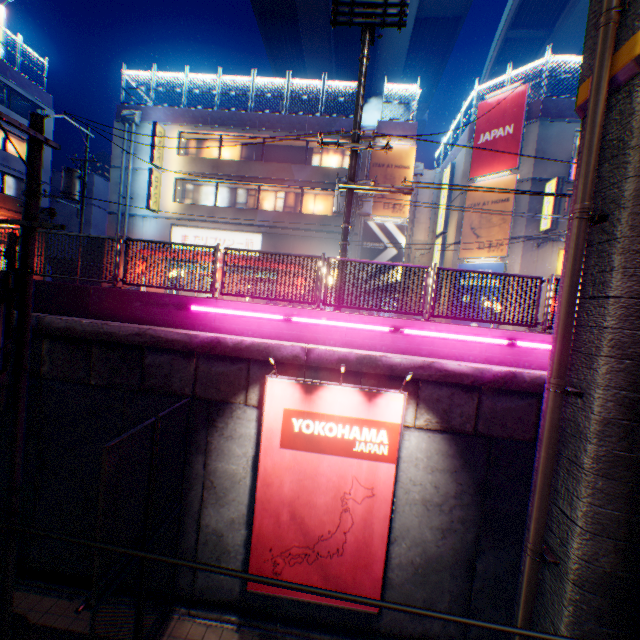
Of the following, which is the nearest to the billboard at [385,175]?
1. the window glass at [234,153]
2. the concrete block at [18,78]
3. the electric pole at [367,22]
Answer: the window glass at [234,153]

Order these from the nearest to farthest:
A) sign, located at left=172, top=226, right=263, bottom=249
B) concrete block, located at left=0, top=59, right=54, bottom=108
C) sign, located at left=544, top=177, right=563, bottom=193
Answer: sign, located at left=544, top=177, right=563, bottom=193 → sign, located at left=172, top=226, right=263, bottom=249 → concrete block, located at left=0, top=59, right=54, bottom=108

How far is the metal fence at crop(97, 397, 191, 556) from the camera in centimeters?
459cm

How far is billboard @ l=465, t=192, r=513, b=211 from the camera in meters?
17.1 m

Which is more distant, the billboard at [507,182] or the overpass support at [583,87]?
the billboard at [507,182]

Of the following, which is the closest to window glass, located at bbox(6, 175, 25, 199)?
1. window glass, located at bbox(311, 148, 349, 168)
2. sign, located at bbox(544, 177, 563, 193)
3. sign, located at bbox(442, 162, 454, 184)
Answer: window glass, located at bbox(311, 148, 349, 168)

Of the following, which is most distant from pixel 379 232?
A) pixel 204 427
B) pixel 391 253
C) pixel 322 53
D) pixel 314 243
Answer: pixel 322 53

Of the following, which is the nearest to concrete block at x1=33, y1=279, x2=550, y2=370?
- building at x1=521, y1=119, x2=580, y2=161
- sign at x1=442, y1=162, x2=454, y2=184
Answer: building at x1=521, y1=119, x2=580, y2=161
